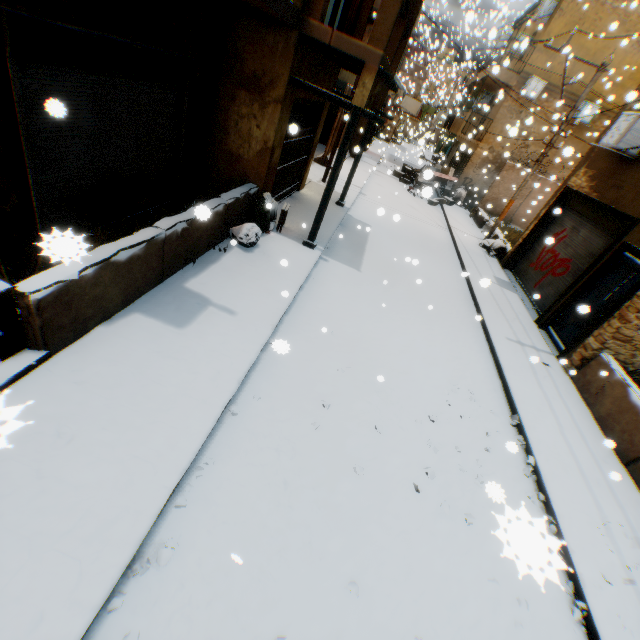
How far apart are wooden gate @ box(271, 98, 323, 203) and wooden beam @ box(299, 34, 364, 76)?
0.6 meters

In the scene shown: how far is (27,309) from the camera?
3.20m

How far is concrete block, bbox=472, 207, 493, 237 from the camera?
16.5m

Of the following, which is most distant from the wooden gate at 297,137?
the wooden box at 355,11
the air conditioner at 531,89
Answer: the wooden box at 355,11

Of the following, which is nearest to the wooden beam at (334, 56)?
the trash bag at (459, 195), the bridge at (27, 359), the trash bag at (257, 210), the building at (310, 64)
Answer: the building at (310, 64)

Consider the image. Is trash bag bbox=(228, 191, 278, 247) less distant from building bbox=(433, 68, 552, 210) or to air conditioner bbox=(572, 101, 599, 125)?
building bbox=(433, 68, 552, 210)

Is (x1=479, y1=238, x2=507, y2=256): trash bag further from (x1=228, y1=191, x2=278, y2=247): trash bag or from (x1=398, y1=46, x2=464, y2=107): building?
(x1=228, y1=191, x2=278, y2=247): trash bag

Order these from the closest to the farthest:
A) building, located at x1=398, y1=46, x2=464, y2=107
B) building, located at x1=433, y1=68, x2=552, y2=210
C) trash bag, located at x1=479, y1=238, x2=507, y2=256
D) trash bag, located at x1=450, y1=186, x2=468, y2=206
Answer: trash bag, located at x1=479, y1=238, x2=507, y2=256, building, located at x1=433, y1=68, x2=552, y2=210, trash bag, located at x1=450, y1=186, x2=468, y2=206, building, located at x1=398, y1=46, x2=464, y2=107
